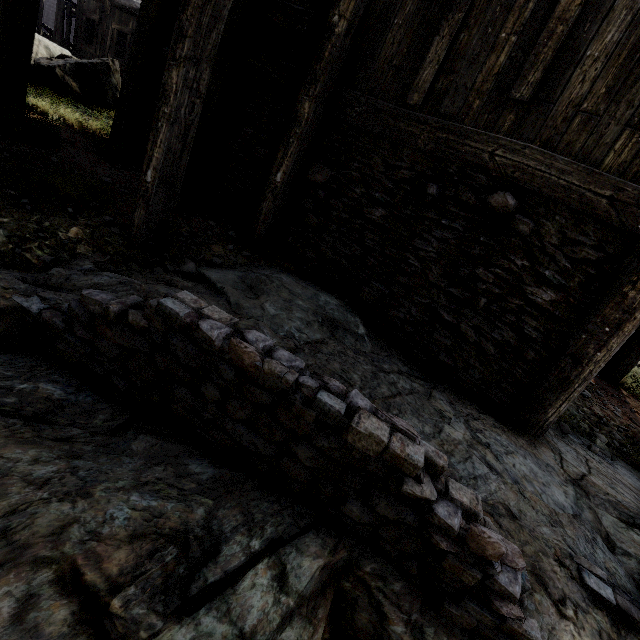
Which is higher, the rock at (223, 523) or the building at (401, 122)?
the building at (401, 122)

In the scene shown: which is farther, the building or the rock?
the building

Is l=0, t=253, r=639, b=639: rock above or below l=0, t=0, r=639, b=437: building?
below

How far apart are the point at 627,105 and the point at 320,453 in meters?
4.6 m

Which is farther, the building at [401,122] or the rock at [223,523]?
the building at [401,122]
